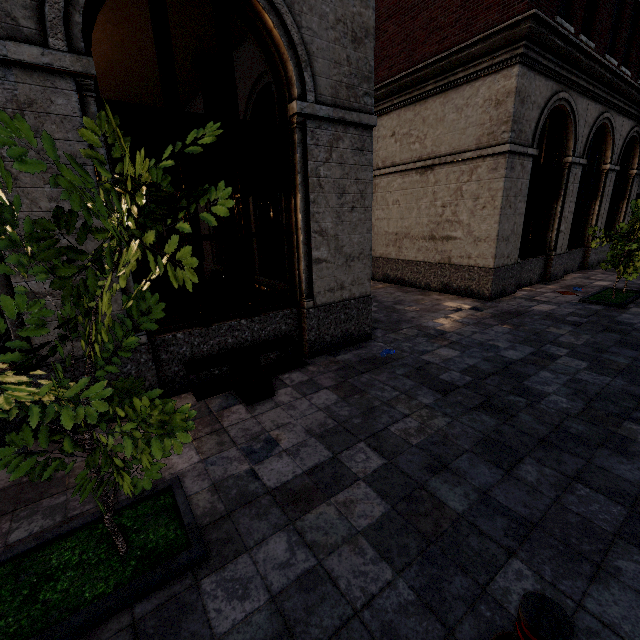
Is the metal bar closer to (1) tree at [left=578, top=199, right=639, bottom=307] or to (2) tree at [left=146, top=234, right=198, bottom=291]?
(2) tree at [left=146, top=234, right=198, bottom=291]

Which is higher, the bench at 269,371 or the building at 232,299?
the building at 232,299

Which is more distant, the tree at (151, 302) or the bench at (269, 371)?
the bench at (269, 371)

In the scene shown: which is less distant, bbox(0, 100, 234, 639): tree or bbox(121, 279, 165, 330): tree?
bbox(0, 100, 234, 639): tree

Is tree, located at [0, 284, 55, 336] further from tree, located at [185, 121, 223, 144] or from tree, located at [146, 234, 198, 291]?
tree, located at [185, 121, 223, 144]

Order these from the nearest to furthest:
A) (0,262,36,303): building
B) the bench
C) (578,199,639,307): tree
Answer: (0,262,36,303): building < the bench < (578,199,639,307): tree

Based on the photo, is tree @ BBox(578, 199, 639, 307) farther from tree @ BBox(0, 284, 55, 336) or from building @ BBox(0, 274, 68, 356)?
tree @ BBox(0, 284, 55, 336)

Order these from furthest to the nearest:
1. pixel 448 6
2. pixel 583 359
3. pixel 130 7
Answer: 1. pixel 448 6
2. pixel 130 7
3. pixel 583 359
